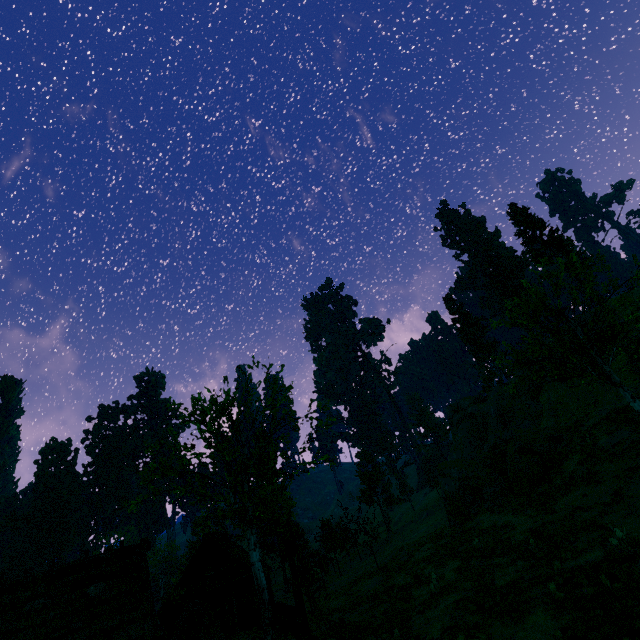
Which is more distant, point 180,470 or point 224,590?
point 224,590

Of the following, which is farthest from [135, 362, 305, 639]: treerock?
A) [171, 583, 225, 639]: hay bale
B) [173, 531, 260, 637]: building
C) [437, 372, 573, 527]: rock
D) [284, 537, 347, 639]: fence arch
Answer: [284, 537, 347, 639]: fence arch

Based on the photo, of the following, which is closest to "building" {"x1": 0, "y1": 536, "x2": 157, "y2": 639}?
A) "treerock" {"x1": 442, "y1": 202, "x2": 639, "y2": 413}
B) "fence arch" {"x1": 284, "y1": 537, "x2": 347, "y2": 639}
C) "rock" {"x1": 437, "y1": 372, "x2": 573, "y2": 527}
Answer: "treerock" {"x1": 442, "y1": 202, "x2": 639, "y2": 413}

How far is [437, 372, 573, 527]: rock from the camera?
25.3 meters

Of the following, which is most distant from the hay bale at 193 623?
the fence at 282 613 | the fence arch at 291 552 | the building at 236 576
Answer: the fence arch at 291 552

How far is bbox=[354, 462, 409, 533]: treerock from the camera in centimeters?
4550cm

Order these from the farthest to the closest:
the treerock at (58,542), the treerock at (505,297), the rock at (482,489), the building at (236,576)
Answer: the treerock at (58,542) < the building at (236,576) < the rock at (482,489) < the treerock at (505,297)
